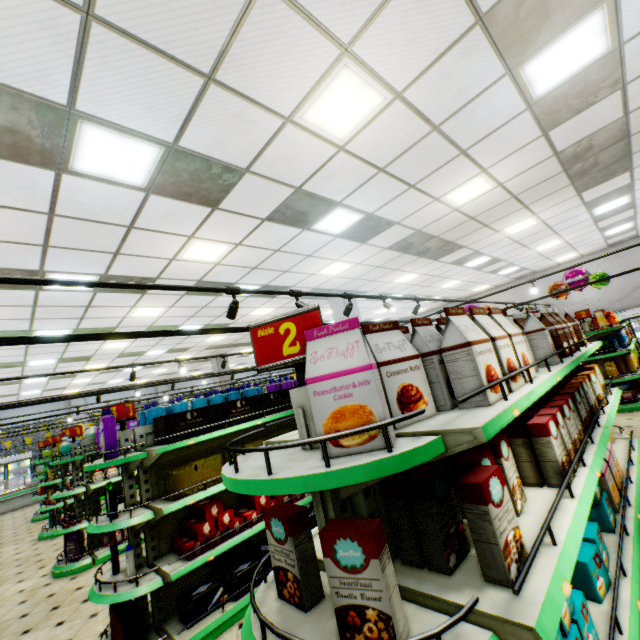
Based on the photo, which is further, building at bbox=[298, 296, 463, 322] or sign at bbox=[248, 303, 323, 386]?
building at bbox=[298, 296, 463, 322]

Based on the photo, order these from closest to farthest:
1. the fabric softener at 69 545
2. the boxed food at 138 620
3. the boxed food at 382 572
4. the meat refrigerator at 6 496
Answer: the boxed food at 382 572, the boxed food at 138 620, the fabric softener at 69 545, the meat refrigerator at 6 496

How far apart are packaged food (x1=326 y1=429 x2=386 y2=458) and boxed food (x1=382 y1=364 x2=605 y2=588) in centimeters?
82cm

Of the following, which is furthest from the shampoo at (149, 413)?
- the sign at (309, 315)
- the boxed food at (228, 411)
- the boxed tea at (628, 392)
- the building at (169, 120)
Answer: the boxed tea at (628, 392)

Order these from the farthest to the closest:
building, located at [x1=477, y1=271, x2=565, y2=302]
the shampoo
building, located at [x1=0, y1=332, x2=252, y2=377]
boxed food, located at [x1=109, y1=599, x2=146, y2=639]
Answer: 1. building, located at [x1=477, y1=271, x2=565, y2=302]
2. building, located at [x1=0, y1=332, x2=252, y2=377]
3. the shampoo
4. boxed food, located at [x1=109, y1=599, x2=146, y2=639]

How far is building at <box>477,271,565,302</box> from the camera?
14.9m

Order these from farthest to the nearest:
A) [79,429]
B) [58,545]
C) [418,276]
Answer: [418,276]
[58,545]
[79,429]

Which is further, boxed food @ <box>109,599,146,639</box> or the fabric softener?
the fabric softener
